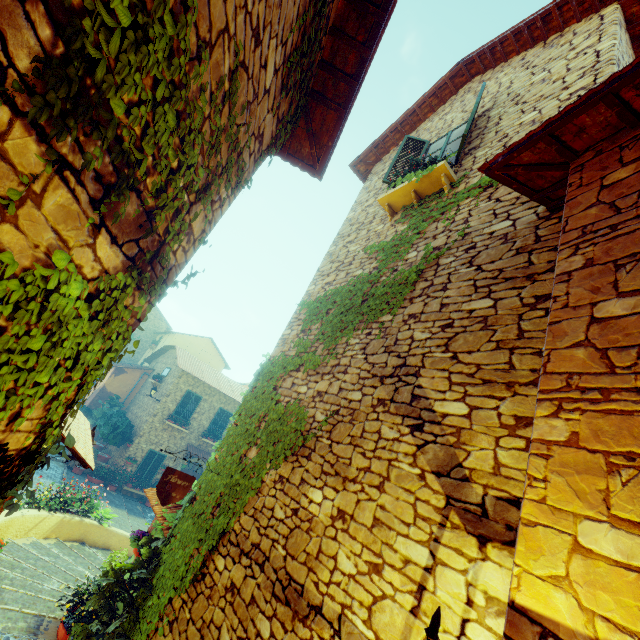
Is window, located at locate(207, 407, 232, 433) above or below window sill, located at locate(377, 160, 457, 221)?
below

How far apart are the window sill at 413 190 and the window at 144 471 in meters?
18.7

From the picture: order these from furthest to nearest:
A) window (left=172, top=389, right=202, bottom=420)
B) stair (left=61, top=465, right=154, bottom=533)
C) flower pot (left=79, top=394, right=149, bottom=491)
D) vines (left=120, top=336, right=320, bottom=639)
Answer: window (left=172, top=389, right=202, bottom=420) < flower pot (left=79, top=394, right=149, bottom=491) < stair (left=61, top=465, right=154, bottom=533) < vines (left=120, top=336, right=320, bottom=639)

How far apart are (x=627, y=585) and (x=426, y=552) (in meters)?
1.52

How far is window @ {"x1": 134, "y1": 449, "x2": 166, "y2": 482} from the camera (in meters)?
17.89

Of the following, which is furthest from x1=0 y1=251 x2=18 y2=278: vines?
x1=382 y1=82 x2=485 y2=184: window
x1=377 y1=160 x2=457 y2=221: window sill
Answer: x1=382 y1=82 x2=485 y2=184: window

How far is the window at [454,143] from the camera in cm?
567

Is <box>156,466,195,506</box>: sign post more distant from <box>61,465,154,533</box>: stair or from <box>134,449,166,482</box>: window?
<box>134,449,166,482</box>: window
